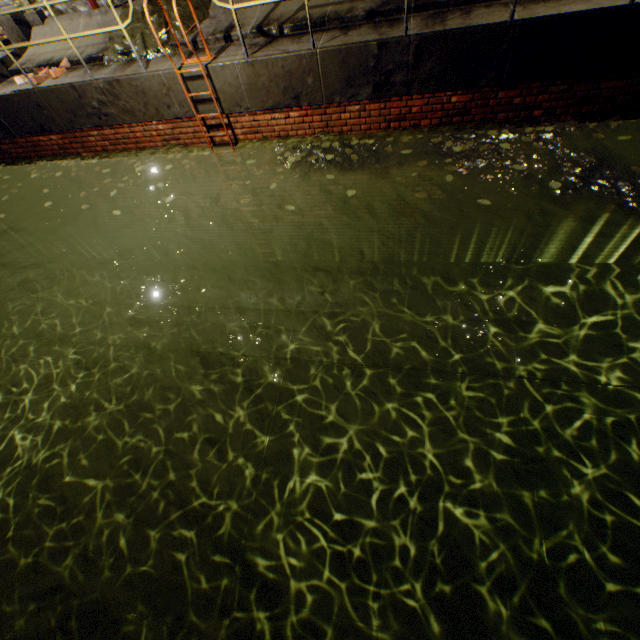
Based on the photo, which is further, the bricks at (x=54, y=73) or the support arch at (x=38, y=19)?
the support arch at (x=38, y=19)

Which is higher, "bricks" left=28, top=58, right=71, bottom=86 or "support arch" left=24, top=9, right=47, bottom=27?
"support arch" left=24, top=9, right=47, bottom=27

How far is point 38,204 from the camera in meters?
8.1 m

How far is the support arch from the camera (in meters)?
6.35

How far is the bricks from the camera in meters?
5.6

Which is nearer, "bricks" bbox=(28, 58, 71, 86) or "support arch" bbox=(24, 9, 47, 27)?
"bricks" bbox=(28, 58, 71, 86)

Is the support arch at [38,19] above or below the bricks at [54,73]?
above
